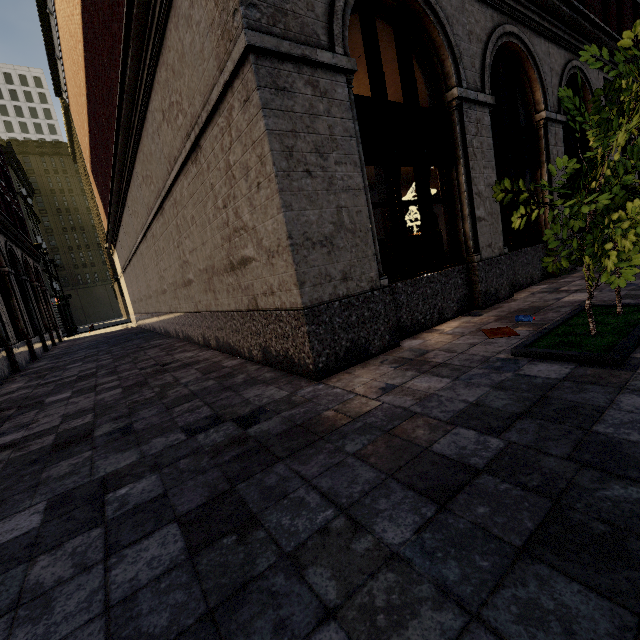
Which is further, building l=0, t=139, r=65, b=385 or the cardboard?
building l=0, t=139, r=65, b=385

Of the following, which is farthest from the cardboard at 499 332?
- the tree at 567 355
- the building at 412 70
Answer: the building at 412 70

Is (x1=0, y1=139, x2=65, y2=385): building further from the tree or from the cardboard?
the tree

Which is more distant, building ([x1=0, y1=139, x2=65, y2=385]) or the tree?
building ([x1=0, y1=139, x2=65, y2=385])

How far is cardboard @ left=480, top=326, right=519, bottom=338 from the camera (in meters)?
4.68

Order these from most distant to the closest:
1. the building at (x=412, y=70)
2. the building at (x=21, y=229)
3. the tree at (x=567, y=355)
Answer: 1. the building at (x=21, y=229)
2. the building at (x=412, y=70)
3. the tree at (x=567, y=355)

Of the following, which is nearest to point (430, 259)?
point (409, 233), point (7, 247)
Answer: point (409, 233)

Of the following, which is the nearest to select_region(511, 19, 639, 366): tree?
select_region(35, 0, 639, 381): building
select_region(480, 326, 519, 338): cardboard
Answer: select_region(480, 326, 519, 338): cardboard
